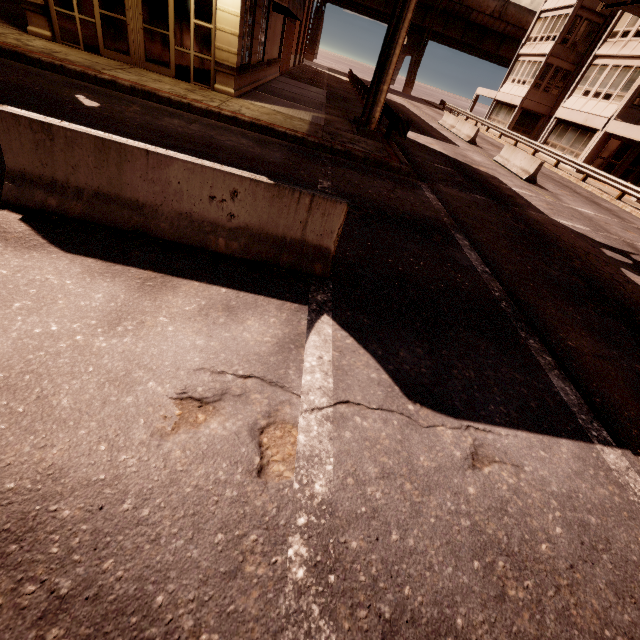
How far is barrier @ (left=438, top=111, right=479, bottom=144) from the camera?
22.61m

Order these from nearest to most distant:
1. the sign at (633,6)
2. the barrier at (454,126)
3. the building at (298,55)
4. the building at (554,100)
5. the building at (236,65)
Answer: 1. the sign at (633,6)
2. the building at (236,65)
3. the barrier at (454,126)
4. the building at (554,100)
5. the building at (298,55)

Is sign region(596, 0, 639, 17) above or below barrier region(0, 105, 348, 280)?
above

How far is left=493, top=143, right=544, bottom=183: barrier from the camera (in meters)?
15.90

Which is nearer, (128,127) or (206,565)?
(206,565)

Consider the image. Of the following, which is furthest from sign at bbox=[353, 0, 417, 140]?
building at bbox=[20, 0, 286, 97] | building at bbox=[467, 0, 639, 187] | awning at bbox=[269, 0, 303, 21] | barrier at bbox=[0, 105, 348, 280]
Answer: building at bbox=[467, 0, 639, 187]

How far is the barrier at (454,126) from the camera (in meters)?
22.61

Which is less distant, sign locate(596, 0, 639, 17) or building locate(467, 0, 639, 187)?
sign locate(596, 0, 639, 17)
